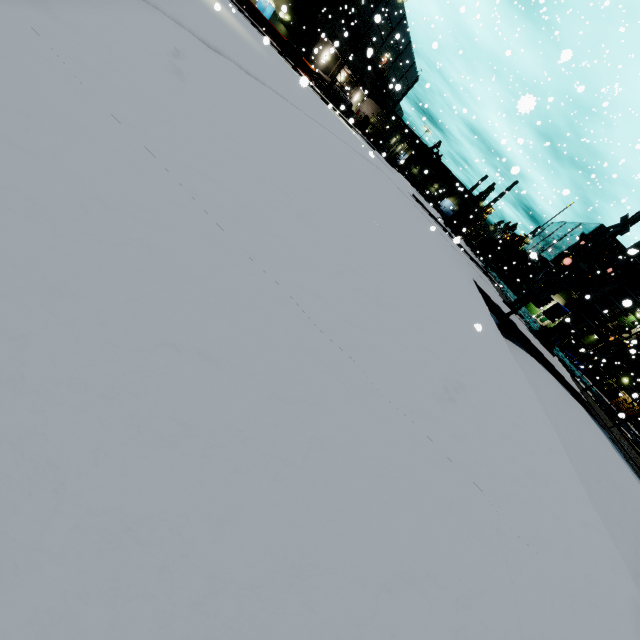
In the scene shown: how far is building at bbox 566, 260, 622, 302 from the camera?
48.09m

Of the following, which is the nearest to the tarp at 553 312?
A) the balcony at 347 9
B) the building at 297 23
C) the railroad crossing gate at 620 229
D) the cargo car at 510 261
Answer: the building at 297 23

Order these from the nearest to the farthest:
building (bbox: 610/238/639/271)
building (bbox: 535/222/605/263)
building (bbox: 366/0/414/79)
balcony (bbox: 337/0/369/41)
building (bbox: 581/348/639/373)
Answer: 1. balcony (bbox: 337/0/369/41)
2. building (bbox: 581/348/639/373)
3. building (bbox: 366/0/414/79)
4. building (bbox: 610/238/639/271)
5. building (bbox: 535/222/605/263)

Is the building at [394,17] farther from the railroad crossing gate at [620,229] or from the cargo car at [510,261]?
the railroad crossing gate at [620,229]

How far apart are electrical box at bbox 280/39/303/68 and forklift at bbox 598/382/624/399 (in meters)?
46.36

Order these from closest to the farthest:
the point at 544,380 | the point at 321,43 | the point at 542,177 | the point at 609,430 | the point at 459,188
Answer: the point at 544,380, the point at 609,430, the point at 459,188, the point at 542,177, the point at 321,43

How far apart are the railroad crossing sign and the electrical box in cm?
2997

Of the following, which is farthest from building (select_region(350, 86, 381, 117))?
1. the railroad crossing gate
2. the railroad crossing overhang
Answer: the railroad crossing overhang
